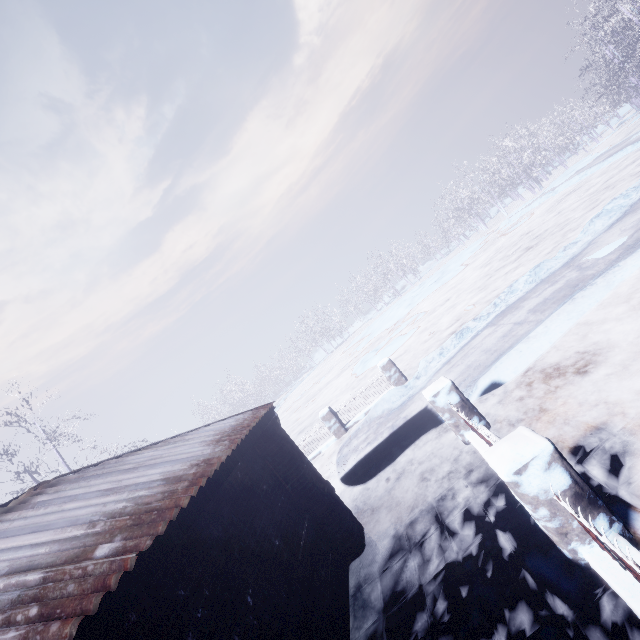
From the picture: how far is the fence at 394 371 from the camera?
9.7 meters

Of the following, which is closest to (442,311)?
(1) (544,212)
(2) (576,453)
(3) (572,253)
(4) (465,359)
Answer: (3) (572,253)

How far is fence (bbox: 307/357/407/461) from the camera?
9.7 meters

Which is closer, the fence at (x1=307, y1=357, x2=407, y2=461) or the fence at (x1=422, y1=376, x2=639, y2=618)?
the fence at (x1=422, y1=376, x2=639, y2=618)

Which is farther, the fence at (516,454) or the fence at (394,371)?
the fence at (394,371)
